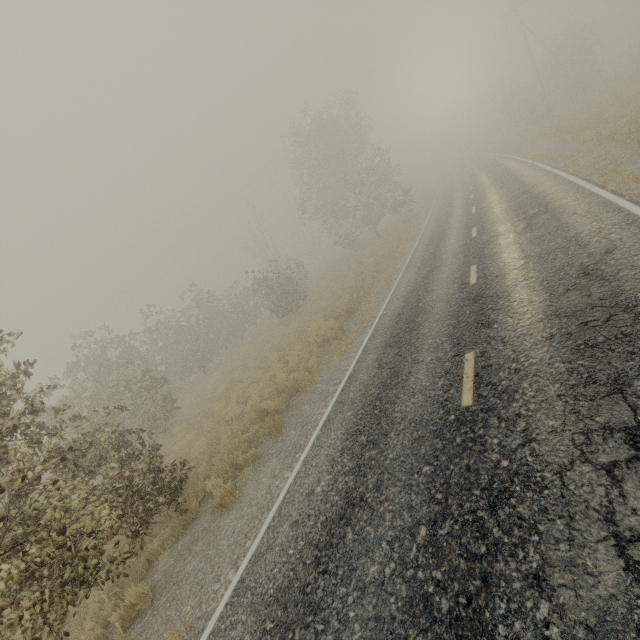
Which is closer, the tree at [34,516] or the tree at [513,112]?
the tree at [34,516]

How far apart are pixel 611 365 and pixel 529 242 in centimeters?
609cm

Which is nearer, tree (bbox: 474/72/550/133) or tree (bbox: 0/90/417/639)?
tree (bbox: 0/90/417/639)

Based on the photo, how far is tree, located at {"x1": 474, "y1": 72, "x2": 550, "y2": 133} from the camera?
36.2 meters

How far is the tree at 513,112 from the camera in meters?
36.2
